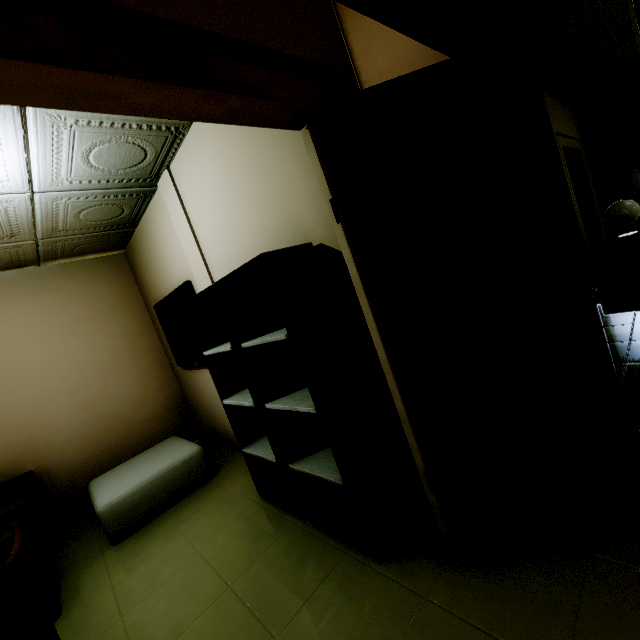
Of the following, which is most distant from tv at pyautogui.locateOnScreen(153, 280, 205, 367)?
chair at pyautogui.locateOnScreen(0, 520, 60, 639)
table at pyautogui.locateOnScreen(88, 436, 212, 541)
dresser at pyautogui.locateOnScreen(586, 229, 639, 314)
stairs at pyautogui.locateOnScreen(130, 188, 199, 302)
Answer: dresser at pyautogui.locateOnScreen(586, 229, 639, 314)

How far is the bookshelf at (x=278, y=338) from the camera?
1.6 meters

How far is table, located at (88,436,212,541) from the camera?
2.7 meters

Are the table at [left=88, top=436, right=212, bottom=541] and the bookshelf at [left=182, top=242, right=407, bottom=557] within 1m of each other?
no

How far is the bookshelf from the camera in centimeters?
161cm

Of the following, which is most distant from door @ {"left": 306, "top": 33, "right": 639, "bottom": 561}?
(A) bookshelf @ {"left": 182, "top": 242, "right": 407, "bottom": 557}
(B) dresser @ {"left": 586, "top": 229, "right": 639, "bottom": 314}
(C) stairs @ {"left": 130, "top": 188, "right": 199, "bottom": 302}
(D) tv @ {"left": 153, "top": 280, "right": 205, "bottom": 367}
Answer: (B) dresser @ {"left": 586, "top": 229, "right": 639, "bottom": 314}

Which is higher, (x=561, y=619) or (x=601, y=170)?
(x=601, y=170)

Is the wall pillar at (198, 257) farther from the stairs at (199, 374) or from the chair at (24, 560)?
the chair at (24, 560)
